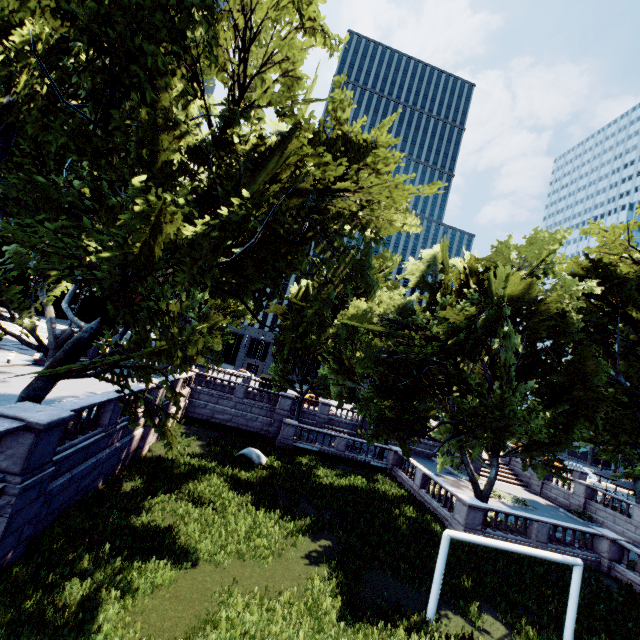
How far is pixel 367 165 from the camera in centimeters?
1402cm

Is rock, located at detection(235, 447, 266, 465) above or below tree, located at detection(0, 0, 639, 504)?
below

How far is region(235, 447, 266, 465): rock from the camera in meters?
21.7 m

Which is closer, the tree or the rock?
the tree

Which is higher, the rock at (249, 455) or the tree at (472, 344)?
the tree at (472, 344)

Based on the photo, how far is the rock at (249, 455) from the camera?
21.7m
